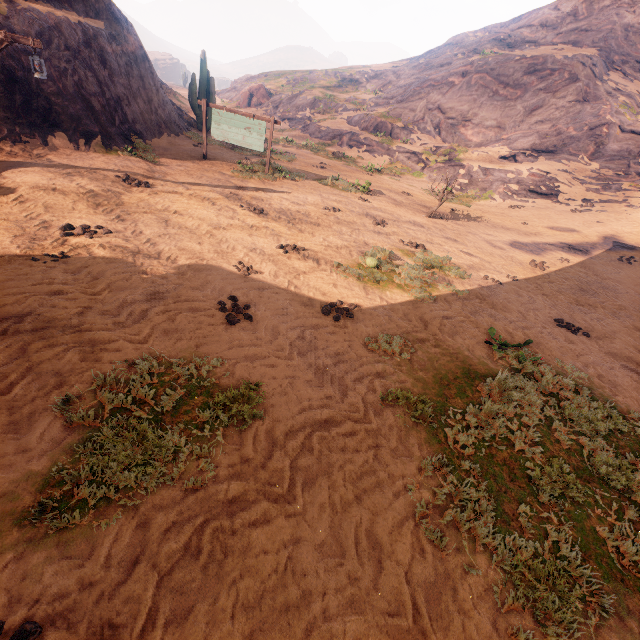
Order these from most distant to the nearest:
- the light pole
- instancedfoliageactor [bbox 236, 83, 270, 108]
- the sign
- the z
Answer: instancedfoliageactor [bbox 236, 83, 270, 108]
the sign
the light pole
the z

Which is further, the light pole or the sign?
the sign

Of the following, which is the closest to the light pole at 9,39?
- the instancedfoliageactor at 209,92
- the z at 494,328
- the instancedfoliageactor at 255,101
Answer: the z at 494,328

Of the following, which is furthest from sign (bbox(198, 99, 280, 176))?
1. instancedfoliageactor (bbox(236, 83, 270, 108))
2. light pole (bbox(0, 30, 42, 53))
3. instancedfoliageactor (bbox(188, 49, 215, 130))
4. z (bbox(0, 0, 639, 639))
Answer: instancedfoliageactor (bbox(236, 83, 270, 108))

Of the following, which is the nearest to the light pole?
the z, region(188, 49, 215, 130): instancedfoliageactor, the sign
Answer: the z

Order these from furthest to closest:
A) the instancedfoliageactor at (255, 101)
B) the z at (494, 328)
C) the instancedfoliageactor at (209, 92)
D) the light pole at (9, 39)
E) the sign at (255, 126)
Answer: the instancedfoliageactor at (255, 101), the instancedfoliageactor at (209, 92), the sign at (255, 126), the light pole at (9, 39), the z at (494, 328)

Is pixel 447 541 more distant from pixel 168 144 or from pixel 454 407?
pixel 168 144

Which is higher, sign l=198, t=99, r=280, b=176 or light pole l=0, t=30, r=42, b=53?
light pole l=0, t=30, r=42, b=53
